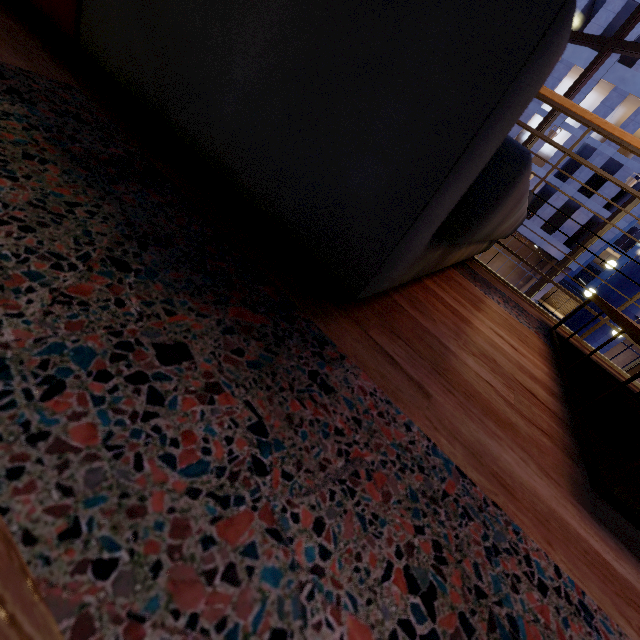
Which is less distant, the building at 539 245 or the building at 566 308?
the building at 539 245

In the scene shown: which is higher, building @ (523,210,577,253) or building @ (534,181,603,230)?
Answer: building @ (534,181,603,230)

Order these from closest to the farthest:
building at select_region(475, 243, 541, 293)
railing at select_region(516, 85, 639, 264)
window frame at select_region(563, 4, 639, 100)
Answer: railing at select_region(516, 85, 639, 264), window frame at select_region(563, 4, 639, 100), building at select_region(475, 243, 541, 293)

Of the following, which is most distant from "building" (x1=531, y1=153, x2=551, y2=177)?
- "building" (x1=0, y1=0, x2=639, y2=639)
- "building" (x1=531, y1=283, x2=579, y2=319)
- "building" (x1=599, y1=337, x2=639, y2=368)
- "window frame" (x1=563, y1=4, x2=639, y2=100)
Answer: "window frame" (x1=563, y1=4, x2=639, y2=100)

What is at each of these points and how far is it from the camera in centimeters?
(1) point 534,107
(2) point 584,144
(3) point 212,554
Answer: (1) building, 2356cm
(2) building, 2314cm
(3) building, 29cm

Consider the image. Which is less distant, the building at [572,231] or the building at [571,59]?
the building at [571,59]

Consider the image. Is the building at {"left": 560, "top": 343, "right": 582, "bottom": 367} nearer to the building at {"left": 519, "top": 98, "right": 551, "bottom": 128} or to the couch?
the couch

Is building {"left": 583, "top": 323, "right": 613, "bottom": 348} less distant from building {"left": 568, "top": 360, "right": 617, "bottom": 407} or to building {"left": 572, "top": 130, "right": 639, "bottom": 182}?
building {"left": 572, "top": 130, "right": 639, "bottom": 182}
